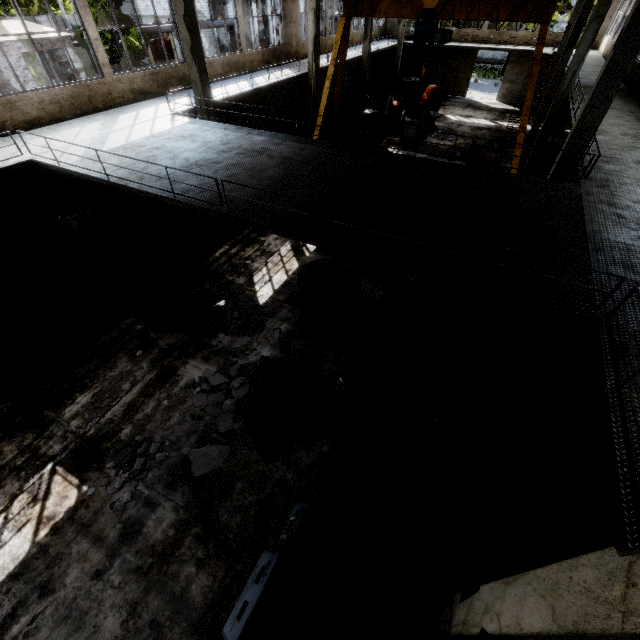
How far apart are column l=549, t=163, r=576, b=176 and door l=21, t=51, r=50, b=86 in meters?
46.6

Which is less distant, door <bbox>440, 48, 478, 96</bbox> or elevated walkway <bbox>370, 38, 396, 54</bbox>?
elevated walkway <bbox>370, 38, 396, 54</bbox>

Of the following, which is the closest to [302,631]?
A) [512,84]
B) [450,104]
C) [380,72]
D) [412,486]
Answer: [412,486]

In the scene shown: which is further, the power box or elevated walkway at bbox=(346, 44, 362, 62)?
elevated walkway at bbox=(346, 44, 362, 62)

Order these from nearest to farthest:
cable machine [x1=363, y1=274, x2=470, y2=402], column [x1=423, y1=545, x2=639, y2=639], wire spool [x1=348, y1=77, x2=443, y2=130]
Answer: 1. column [x1=423, y1=545, x2=639, y2=639]
2. cable machine [x1=363, y1=274, x2=470, y2=402]
3. wire spool [x1=348, y1=77, x2=443, y2=130]

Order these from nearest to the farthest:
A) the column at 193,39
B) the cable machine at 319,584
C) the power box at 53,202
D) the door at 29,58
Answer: the cable machine at 319,584, the column at 193,39, the power box at 53,202, the door at 29,58

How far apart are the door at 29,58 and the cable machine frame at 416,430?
46.68m

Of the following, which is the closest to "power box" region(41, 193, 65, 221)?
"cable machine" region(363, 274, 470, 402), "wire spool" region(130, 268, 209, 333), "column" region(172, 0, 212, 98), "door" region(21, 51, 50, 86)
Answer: "wire spool" region(130, 268, 209, 333)
